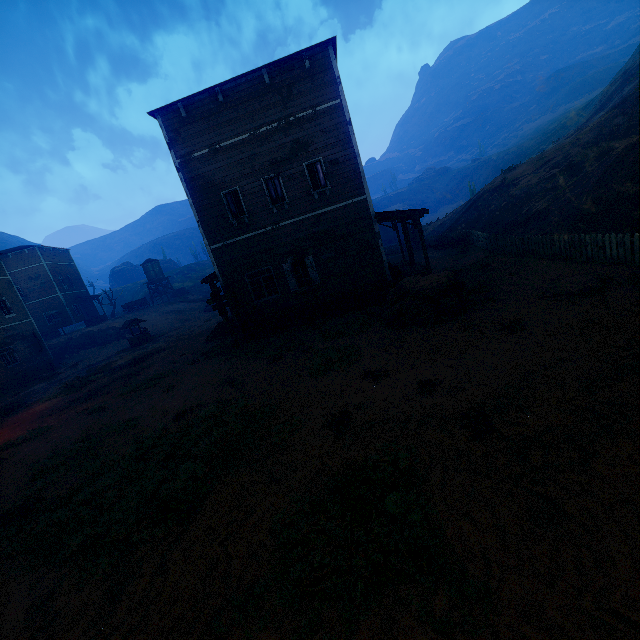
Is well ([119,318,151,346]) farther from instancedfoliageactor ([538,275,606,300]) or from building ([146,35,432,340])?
instancedfoliageactor ([538,275,606,300])

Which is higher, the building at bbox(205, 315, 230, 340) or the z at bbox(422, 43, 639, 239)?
the z at bbox(422, 43, 639, 239)

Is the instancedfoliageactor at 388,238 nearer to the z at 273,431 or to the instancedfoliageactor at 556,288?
the z at 273,431

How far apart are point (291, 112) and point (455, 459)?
14.5m

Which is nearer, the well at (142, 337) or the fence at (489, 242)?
the fence at (489, 242)

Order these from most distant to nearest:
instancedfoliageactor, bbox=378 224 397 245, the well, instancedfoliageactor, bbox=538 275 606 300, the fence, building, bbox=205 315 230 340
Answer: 1. instancedfoliageactor, bbox=378 224 397 245
2. the well
3. building, bbox=205 315 230 340
4. the fence
5. instancedfoliageactor, bbox=538 275 606 300

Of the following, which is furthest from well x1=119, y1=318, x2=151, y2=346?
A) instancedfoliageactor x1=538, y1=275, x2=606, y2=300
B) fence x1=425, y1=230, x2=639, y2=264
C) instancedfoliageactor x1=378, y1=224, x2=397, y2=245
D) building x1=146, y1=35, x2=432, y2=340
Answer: instancedfoliageactor x1=378, y1=224, x2=397, y2=245

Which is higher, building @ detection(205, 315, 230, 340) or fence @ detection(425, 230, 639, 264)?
fence @ detection(425, 230, 639, 264)
